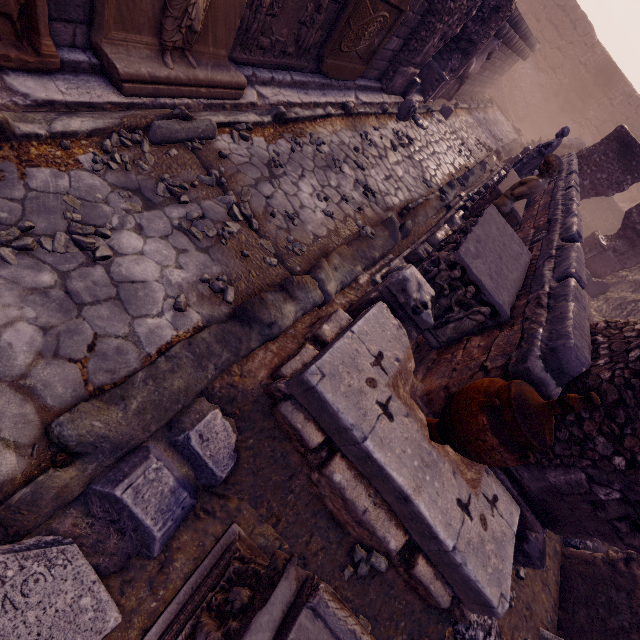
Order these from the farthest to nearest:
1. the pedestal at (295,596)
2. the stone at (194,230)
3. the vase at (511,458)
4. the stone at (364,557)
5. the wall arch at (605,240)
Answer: the wall arch at (605,240), the stone at (194,230), the stone at (364,557), the vase at (511,458), the pedestal at (295,596)

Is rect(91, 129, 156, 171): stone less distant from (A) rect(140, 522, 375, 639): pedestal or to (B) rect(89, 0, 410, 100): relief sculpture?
(B) rect(89, 0, 410, 100): relief sculpture

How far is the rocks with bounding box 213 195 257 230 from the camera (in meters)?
3.72

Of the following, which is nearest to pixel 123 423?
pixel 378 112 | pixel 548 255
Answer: pixel 548 255

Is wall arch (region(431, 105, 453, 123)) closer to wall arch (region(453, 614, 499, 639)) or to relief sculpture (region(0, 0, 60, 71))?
relief sculpture (region(0, 0, 60, 71))

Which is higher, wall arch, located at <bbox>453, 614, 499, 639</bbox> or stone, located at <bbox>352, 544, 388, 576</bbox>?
stone, located at <bbox>352, 544, 388, 576</bbox>

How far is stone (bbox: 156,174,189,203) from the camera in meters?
3.3

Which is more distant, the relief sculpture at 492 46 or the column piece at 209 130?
the relief sculpture at 492 46
